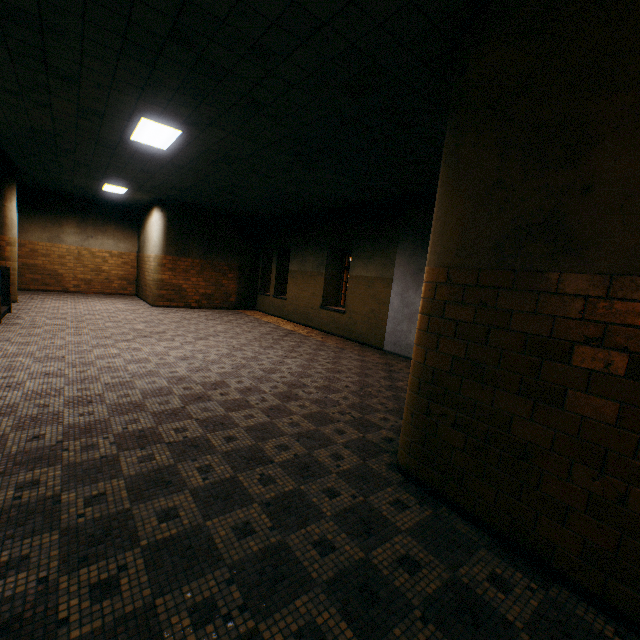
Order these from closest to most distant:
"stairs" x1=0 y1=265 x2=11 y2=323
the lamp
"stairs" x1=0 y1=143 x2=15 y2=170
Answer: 1. the lamp
2. "stairs" x1=0 y1=265 x2=11 y2=323
3. "stairs" x1=0 y1=143 x2=15 y2=170

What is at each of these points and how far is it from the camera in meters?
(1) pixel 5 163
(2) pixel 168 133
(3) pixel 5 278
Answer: (1) stairs, 8.7 m
(2) lamp, 5.6 m
(3) stairs, 8.2 m

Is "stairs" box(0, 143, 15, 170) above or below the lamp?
below

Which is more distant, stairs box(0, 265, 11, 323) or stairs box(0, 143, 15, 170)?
stairs box(0, 143, 15, 170)

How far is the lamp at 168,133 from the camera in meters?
5.3 m

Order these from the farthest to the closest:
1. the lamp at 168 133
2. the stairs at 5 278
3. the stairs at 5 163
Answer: the stairs at 5 163 < the stairs at 5 278 < the lamp at 168 133

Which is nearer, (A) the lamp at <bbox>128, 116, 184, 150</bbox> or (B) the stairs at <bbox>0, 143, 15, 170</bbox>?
(A) the lamp at <bbox>128, 116, 184, 150</bbox>
